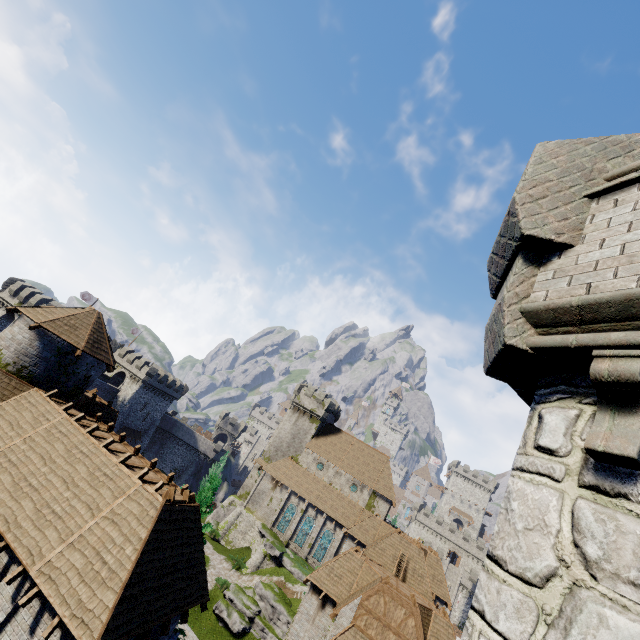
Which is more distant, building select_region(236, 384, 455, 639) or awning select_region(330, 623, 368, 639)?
building select_region(236, 384, 455, 639)

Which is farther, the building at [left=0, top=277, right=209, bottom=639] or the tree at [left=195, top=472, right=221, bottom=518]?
the tree at [left=195, top=472, right=221, bottom=518]

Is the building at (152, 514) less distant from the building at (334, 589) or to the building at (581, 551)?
the building at (581, 551)

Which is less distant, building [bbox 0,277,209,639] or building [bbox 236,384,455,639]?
building [bbox 0,277,209,639]

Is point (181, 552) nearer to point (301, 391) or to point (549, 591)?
point (549, 591)

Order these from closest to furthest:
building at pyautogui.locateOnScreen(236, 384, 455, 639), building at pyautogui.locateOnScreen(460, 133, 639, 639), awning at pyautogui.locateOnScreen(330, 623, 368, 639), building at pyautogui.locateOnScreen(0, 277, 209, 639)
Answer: building at pyautogui.locateOnScreen(460, 133, 639, 639) → building at pyautogui.locateOnScreen(0, 277, 209, 639) → awning at pyautogui.locateOnScreen(330, 623, 368, 639) → building at pyautogui.locateOnScreen(236, 384, 455, 639)

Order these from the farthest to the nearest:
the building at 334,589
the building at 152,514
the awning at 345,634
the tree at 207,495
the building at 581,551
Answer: the building at 334,589, the awning at 345,634, the tree at 207,495, the building at 152,514, the building at 581,551

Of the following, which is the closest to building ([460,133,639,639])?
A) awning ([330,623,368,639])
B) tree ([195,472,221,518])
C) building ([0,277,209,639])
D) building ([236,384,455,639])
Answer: building ([0,277,209,639])
